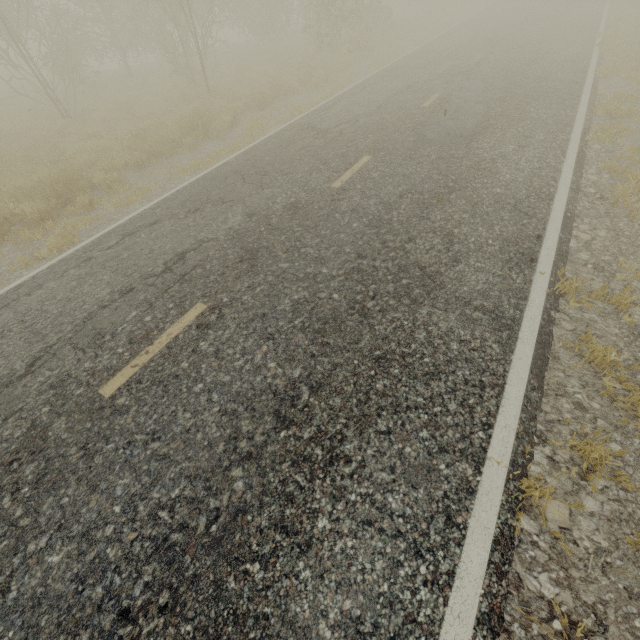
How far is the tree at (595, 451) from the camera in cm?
251

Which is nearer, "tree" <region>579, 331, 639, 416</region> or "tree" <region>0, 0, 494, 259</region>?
"tree" <region>579, 331, 639, 416</region>

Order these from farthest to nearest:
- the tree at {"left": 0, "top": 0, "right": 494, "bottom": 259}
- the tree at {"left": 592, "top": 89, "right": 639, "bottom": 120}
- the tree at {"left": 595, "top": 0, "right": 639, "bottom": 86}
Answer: the tree at {"left": 595, "top": 0, "right": 639, "bottom": 86}
the tree at {"left": 0, "top": 0, "right": 494, "bottom": 259}
the tree at {"left": 592, "top": 89, "right": 639, "bottom": 120}

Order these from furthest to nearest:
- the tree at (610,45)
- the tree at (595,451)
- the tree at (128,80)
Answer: the tree at (610,45) < the tree at (128,80) < the tree at (595,451)

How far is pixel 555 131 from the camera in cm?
685

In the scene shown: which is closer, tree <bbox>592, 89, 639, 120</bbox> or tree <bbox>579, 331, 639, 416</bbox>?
tree <bbox>579, 331, 639, 416</bbox>

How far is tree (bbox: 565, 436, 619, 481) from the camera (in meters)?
2.51
